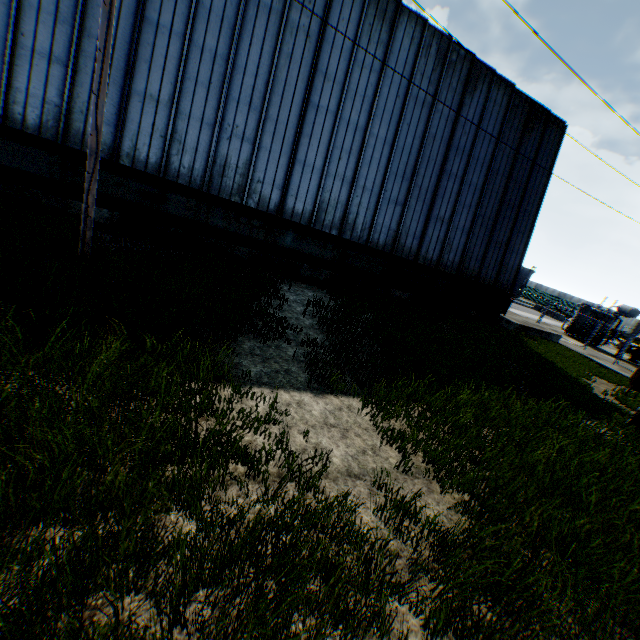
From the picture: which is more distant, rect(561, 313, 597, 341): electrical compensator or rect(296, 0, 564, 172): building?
rect(561, 313, 597, 341): electrical compensator

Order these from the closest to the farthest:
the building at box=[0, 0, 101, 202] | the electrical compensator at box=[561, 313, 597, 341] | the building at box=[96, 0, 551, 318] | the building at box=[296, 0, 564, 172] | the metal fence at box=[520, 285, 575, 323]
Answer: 1. the building at box=[0, 0, 101, 202]
2. the building at box=[96, 0, 551, 318]
3. the building at box=[296, 0, 564, 172]
4. the metal fence at box=[520, 285, 575, 323]
5. the electrical compensator at box=[561, 313, 597, 341]

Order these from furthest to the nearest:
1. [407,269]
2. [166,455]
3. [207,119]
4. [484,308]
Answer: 1. [484,308]
2. [407,269]
3. [207,119]
4. [166,455]

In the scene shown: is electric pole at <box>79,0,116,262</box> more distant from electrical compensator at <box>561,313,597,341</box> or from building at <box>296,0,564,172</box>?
electrical compensator at <box>561,313,597,341</box>

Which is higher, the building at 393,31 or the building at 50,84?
the building at 393,31

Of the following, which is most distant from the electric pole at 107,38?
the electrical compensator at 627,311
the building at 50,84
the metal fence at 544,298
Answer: the electrical compensator at 627,311

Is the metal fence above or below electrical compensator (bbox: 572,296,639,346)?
below

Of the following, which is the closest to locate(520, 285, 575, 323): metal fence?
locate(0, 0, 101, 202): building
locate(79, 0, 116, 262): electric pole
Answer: locate(0, 0, 101, 202): building
